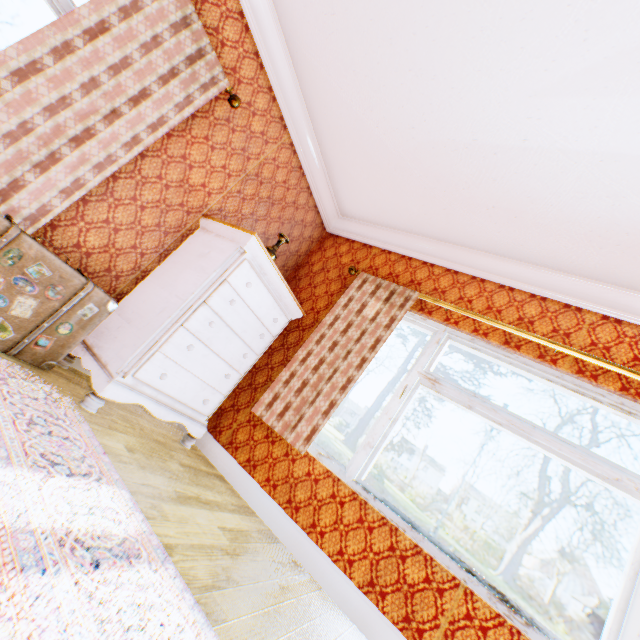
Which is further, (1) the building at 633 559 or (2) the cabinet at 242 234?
(2) the cabinet at 242 234

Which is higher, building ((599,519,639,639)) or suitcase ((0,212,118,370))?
building ((599,519,639,639))

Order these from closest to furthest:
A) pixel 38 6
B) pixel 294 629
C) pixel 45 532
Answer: pixel 45 532, pixel 294 629, pixel 38 6

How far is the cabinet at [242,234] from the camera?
2.30m

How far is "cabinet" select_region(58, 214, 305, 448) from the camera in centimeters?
230cm

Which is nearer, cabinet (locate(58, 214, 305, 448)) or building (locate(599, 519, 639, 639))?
building (locate(599, 519, 639, 639))
